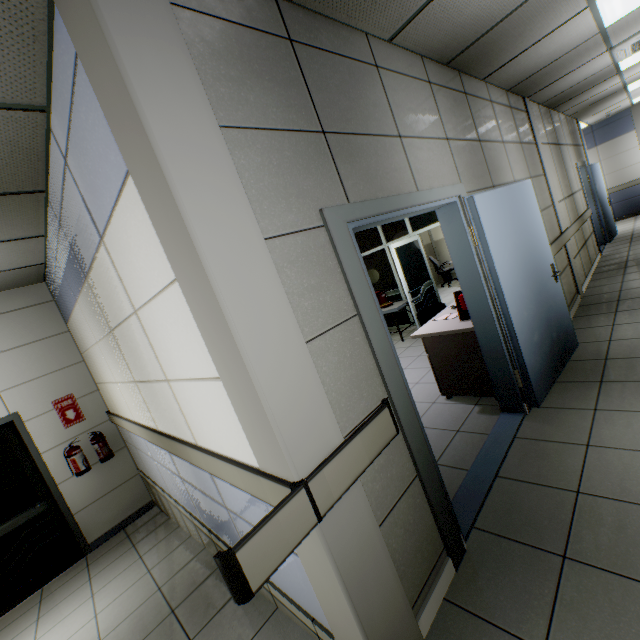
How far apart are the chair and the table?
0.31m

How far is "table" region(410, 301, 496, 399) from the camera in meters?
3.3

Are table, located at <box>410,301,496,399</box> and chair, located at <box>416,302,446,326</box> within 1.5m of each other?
yes

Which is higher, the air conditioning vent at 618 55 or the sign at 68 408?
the air conditioning vent at 618 55

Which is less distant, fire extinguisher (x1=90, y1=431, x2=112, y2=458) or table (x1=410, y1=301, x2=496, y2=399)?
table (x1=410, y1=301, x2=496, y2=399)

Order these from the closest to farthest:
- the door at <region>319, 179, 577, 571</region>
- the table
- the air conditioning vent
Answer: the door at <region>319, 179, 577, 571</region>
the table
the air conditioning vent

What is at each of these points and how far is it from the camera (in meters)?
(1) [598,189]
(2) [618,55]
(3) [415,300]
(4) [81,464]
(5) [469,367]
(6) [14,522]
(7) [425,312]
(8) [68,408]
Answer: (1) door, 8.22
(2) air conditioning vent, 4.47
(3) doorway, 6.57
(4) fire extinguisher, 4.57
(5) table, 3.45
(6) door, 4.28
(7) chair, 5.01
(8) sign, 4.73

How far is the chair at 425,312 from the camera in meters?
5.0
